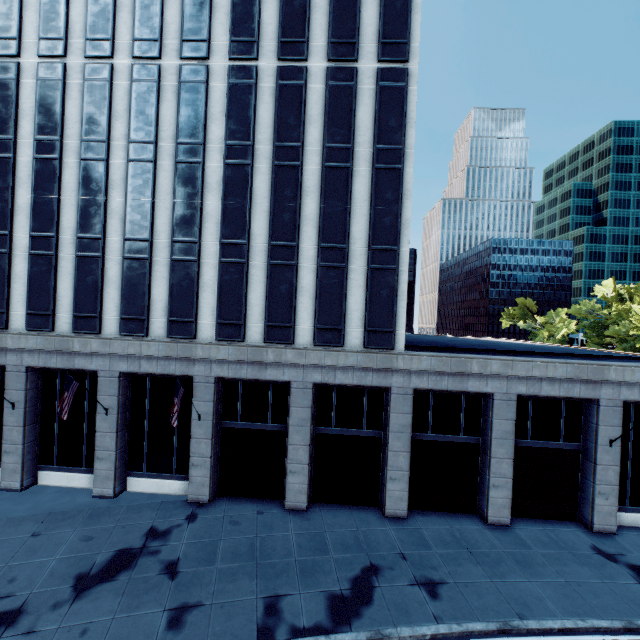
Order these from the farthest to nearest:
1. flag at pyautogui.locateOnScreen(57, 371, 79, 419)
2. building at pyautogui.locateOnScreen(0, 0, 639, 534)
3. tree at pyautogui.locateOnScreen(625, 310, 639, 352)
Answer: tree at pyautogui.locateOnScreen(625, 310, 639, 352) < building at pyautogui.locateOnScreen(0, 0, 639, 534) < flag at pyautogui.locateOnScreen(57, 371, 79, 419)

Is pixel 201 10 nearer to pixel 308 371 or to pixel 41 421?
pixel 308 371

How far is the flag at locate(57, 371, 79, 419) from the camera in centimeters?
1644cm

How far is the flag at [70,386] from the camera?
16.44m

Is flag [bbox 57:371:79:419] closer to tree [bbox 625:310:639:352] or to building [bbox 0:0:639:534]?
building [bbox 0:0:639:534]

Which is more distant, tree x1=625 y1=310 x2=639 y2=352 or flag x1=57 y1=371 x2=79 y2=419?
tree x1=625 y1=310 x2=639 y2=352

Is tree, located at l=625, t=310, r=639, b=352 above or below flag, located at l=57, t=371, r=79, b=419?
above

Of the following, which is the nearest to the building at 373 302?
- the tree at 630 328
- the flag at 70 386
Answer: the flag at 70 386
